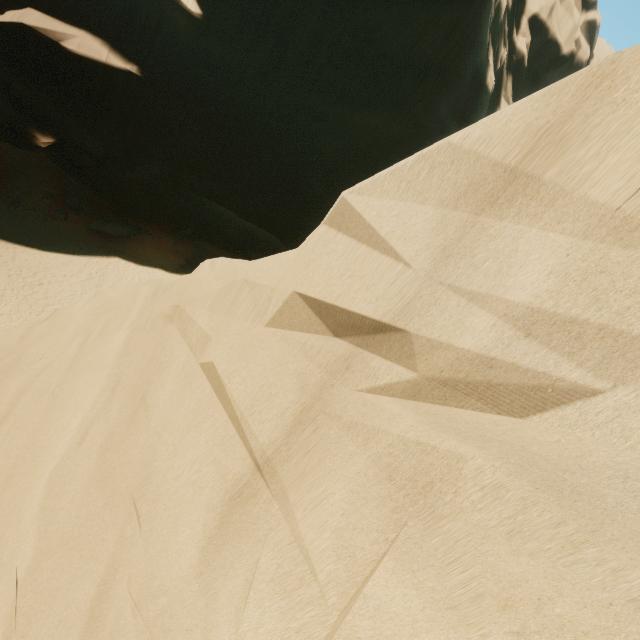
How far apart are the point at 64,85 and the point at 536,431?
34.5 meters
